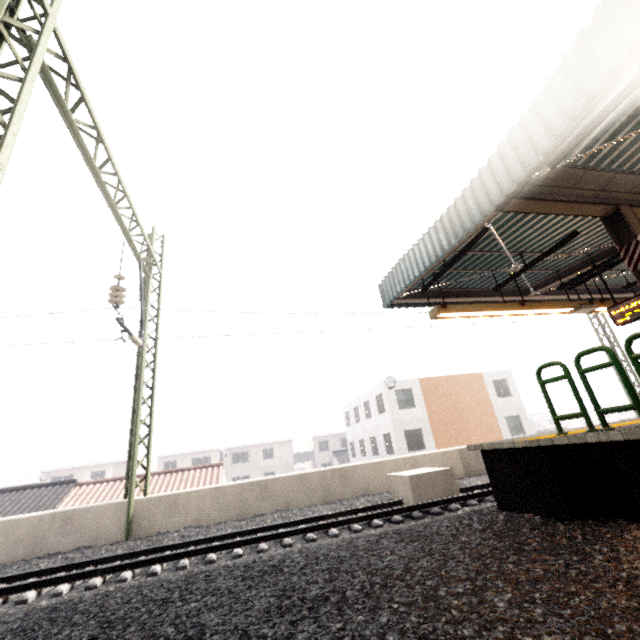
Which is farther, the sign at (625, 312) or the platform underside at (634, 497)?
the sign at (625, 312)

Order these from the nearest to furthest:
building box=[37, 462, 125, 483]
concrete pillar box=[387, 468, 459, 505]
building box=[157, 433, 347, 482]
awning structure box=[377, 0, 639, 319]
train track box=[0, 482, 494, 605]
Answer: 1. awning structure box=[377, 0, 639, 319]
2. train track box=[0, 482, 494, 605]
3. concrete pillar box=[387, 468, 459, 505]
4. building box=[37, 462, 125, 483]
5. building box=[157, 433, 347, 482]

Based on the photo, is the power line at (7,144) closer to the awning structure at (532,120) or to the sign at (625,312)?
the awning structure at (532,120)

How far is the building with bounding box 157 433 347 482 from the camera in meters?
41.4

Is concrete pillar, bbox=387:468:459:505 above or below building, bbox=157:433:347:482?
below

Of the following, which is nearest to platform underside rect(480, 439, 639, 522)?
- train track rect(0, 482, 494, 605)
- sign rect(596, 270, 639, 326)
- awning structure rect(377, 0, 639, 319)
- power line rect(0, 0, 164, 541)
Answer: train track rect(0, 482, 494, 605)

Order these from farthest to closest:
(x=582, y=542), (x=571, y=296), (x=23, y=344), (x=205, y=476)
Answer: (x=205, y=476), (x=571, y=296), (x=23, y=344), (x=582, y=542)

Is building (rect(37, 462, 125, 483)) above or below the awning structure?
below
